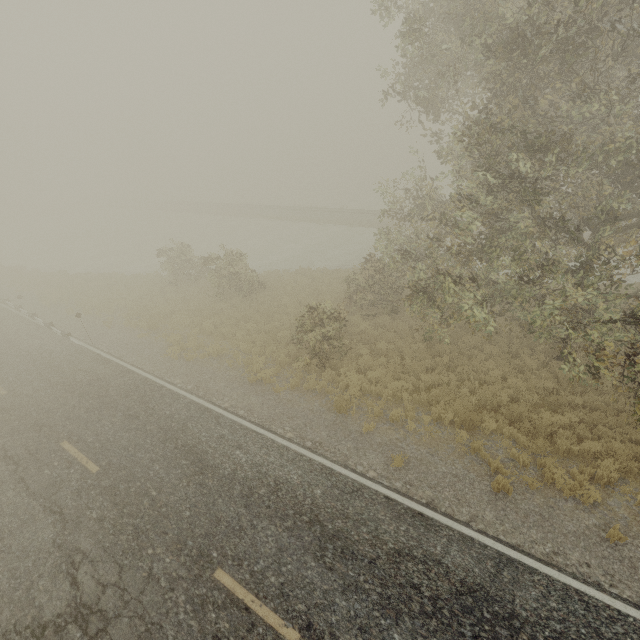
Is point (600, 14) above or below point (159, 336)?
above

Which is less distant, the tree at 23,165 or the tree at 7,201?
the tree at 23,165

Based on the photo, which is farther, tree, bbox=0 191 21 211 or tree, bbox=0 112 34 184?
tree, bbox=0 191 21 211

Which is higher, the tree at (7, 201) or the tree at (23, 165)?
the tree at (23, 165)

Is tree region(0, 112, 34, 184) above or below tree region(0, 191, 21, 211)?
above
